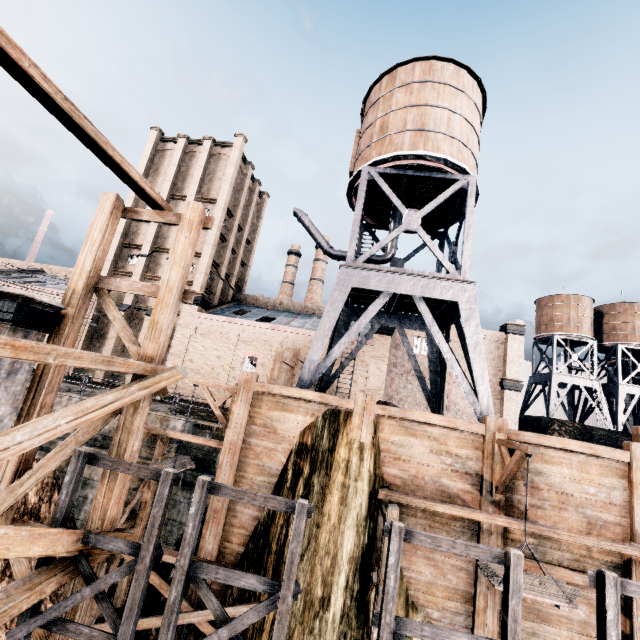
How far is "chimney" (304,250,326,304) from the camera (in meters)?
57.59

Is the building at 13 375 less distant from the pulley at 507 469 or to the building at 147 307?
the pulley at 507 469

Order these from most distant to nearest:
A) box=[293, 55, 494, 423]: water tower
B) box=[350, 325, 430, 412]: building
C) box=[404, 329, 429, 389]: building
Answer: box=[404, 329, 429, 389]: building → box=[350, 325, 430, 412]: building → box=[293, 55, 494, 423]: water tower

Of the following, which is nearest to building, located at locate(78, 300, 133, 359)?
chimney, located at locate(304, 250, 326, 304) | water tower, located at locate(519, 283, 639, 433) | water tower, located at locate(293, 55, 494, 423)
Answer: water tower, located at locate(293, 55, 494, 423)

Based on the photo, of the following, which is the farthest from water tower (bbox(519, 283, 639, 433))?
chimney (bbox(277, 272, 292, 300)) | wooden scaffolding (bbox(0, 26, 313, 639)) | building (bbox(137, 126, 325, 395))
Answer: wooden scaffolding (bbox(0, 26, 313, 639))

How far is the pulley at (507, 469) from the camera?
8.6m

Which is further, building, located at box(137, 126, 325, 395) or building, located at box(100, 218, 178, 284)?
building, located at box(100, 218, 178, 284)

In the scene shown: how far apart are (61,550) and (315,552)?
7.6m
